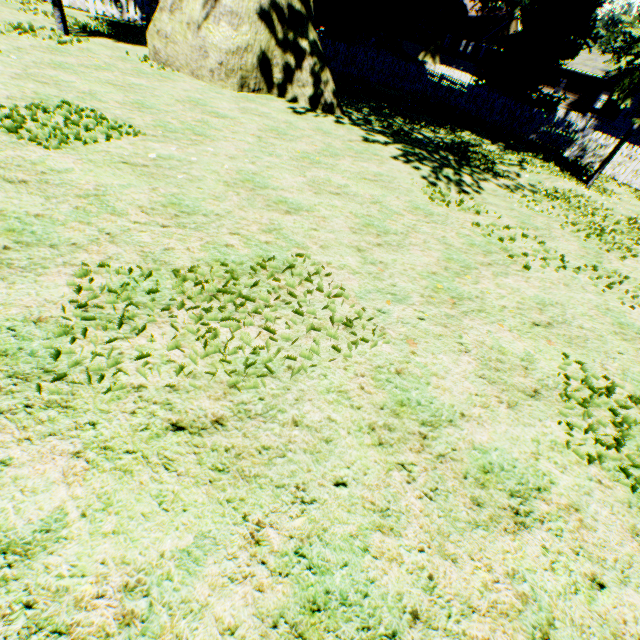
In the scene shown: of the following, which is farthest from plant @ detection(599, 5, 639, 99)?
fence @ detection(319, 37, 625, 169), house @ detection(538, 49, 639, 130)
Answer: house @ detection(538, 49, 639, 130)

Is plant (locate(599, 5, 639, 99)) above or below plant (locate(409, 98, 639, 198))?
above

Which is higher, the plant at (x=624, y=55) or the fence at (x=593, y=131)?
the plant at (x=624, y=55)

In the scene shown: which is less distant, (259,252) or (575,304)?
(259,252)

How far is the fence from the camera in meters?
14.8 m

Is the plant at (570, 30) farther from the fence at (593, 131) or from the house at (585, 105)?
the house at (585, 105)

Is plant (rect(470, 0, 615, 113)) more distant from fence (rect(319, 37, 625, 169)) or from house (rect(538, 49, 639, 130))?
house (rect(538, 49, 639, 130))
